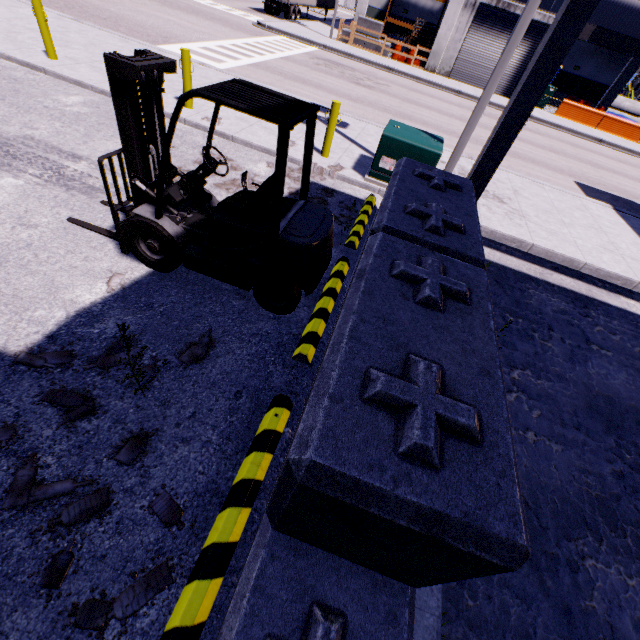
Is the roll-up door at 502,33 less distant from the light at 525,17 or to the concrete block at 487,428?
the light at 525,17

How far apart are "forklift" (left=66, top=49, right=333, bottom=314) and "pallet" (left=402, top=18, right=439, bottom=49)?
30.7 meters

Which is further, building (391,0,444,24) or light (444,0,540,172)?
building (391,0,444,24)

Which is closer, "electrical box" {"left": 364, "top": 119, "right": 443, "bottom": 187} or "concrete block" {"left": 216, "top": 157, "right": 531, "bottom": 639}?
"concrete block" {"left": 216, "top": 157, "right": 531, "bottom": 639}

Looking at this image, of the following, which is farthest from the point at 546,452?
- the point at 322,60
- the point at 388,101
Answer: the point at 322,60

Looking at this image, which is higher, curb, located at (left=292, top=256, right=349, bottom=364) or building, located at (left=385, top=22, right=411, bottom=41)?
building, located at (left=385, top=22, right=411, bottom=41)

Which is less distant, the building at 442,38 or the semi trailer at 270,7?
the building at 442,38

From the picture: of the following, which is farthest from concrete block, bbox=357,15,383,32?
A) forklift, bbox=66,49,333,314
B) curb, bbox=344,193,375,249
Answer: forklift, bbox=66,49,333,314
